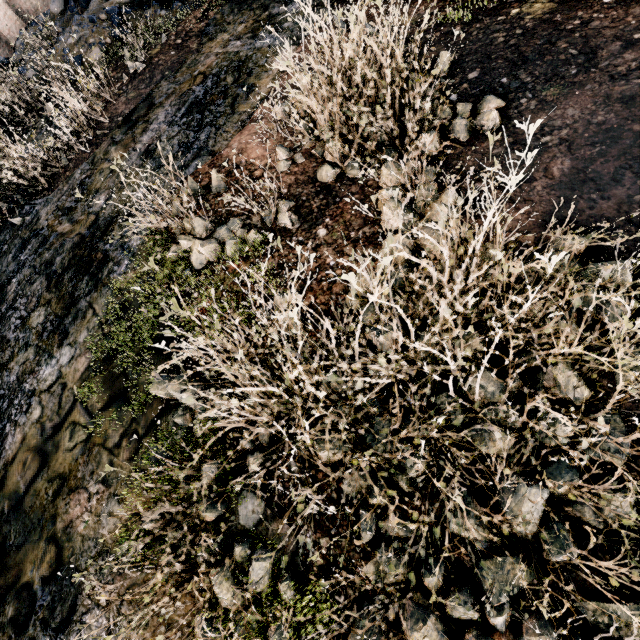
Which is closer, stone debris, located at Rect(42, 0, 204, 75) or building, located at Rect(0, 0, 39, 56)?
stone debris, located at Rect(42, 0, 204, 75)

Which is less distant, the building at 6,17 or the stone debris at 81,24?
the stone debris at 81,24

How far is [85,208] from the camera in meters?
7.4
